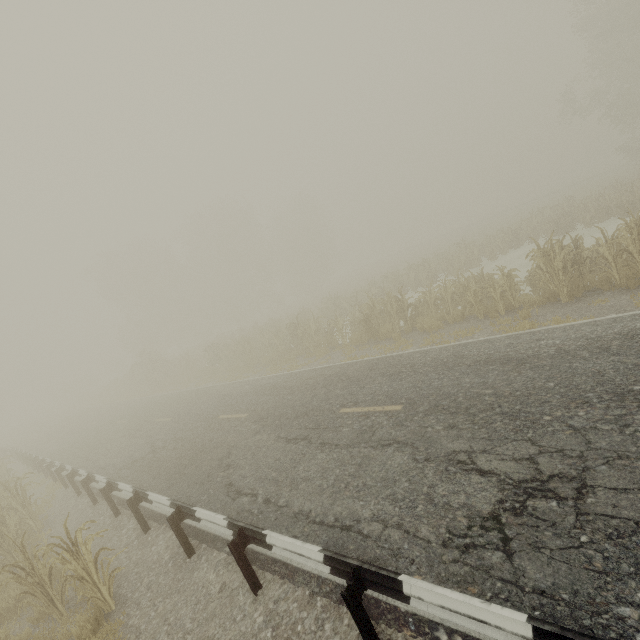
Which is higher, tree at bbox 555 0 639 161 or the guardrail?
tree at bbox 555 0 639 161

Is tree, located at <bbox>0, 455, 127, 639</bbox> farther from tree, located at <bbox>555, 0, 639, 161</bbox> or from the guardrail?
tree, located at <bbox>555, 0, 639, 161</bbox>

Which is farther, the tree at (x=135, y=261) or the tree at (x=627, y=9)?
the tree at (x=627, y=9)

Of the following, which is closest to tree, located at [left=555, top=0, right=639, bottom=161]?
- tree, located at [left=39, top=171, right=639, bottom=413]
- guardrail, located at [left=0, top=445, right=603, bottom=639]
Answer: tree, located at [left=39, top=171, right=639, bottom=413]

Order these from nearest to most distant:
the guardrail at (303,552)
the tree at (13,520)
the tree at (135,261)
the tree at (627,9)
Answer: the guardrail at (303,552) < the tree at (13,520) < the tree at (135,261) < the tree at (627,9)

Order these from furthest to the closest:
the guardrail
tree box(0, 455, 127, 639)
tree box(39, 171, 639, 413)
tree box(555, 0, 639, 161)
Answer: tree box(555, 0, 639, 161)
tree box(39, 171, 639, 413)
tree box(0, 455, 127, 639)
the guardrail

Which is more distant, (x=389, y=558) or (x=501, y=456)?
(x=501, y=456)
